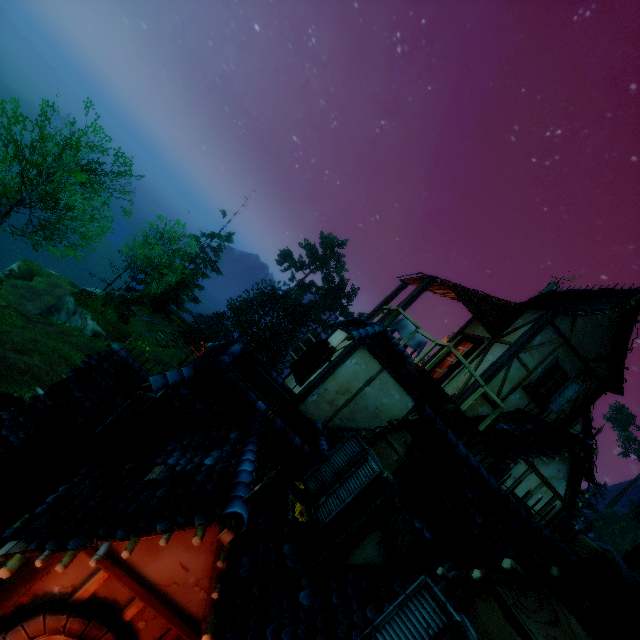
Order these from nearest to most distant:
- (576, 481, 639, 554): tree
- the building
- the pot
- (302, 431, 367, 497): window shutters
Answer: the building
the pot
(302, 431, 367, 497): window shutters
(576, 481, 639, 554): tree

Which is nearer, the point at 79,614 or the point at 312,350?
the point at 79,614

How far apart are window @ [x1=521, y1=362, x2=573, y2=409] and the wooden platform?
2.16m

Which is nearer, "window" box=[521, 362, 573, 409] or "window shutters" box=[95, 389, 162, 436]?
"window shutters" box=[95, 389, 162, 436]

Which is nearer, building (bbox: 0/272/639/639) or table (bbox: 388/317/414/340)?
building (bbox: 0/272/639/639)

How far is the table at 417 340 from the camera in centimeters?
1009cm

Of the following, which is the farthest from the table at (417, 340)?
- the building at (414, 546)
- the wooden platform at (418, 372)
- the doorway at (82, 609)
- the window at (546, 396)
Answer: the doorway at (82, 609)

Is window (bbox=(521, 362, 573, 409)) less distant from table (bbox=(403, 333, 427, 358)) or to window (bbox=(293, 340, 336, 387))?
table (bbox=(403, 333, 427, 358))
